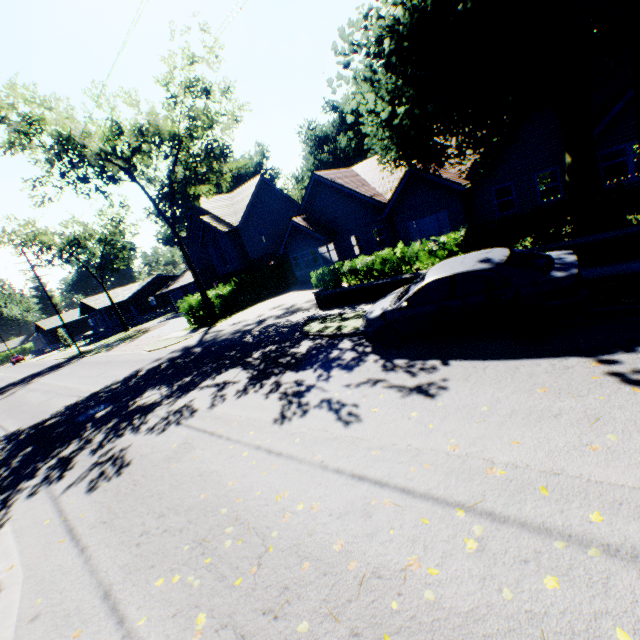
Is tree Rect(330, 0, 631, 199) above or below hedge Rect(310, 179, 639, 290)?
above

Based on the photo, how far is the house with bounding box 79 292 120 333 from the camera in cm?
5013

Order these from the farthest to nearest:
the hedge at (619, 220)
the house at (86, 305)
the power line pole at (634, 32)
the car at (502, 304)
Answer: the house at (86, 305), the hedge at (619, 220), the car at (502, 304), the power line pole at (634, 32)

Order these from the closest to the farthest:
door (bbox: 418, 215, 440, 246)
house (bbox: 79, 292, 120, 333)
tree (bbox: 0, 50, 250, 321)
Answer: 1. tree (bbox: 0, 50, 250, 321)
2. door (bbox: 418, 215, 440, 246)
3. house (bbox: 79, 292, 120, 333)

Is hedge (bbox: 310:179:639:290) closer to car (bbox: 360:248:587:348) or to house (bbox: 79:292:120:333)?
car (bbox: 360:248:587:348)

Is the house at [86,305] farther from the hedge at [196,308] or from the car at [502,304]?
the car at [502,304]

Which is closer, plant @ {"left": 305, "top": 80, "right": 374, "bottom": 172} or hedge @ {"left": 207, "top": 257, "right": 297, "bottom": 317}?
hedge @ {"left": 207, "top": 257, "right": 297, "bottom": 317}

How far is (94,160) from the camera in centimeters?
2403cm
